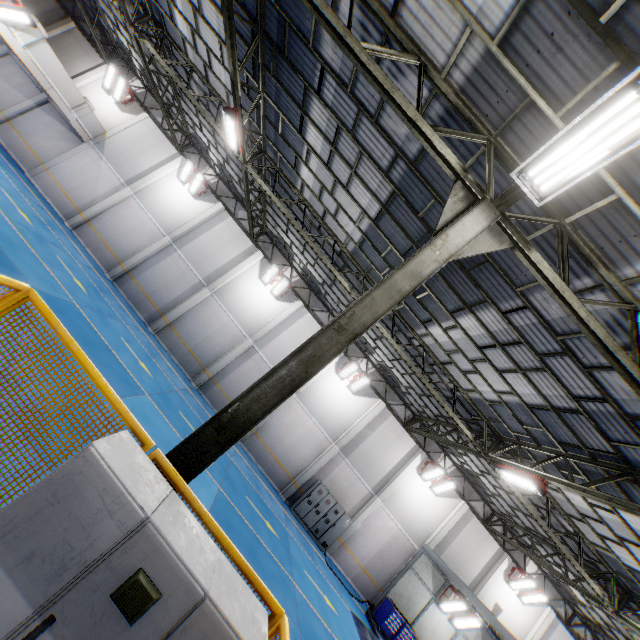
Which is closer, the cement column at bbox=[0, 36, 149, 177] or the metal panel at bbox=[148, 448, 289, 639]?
the metal panel at bbox=[148, 448, 289, 639]

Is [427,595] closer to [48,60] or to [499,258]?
[499,258]

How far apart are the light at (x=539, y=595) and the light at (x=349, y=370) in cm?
1512

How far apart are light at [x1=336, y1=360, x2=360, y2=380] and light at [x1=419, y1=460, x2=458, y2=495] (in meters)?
6.99

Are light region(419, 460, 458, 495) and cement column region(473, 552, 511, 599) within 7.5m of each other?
yes

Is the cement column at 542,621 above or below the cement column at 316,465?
above

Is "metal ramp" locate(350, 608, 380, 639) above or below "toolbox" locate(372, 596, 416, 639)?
below

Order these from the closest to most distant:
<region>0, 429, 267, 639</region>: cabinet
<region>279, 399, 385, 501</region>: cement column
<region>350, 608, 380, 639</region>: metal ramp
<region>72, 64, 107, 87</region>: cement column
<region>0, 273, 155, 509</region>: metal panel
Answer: <region>0, 429, 267, 639</region>: cabinet
<region>0, 273, 155, 509</region>: metal panel
<region>350, 608, 380, 639</region>: metal ramp
<region>279, 399, 385, 501</region>: cement column
<region>72, 64, 107, 87</region>: cement column
